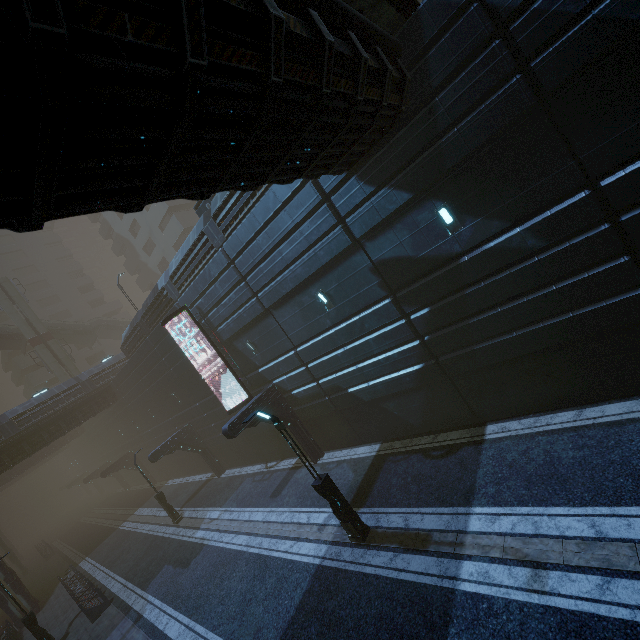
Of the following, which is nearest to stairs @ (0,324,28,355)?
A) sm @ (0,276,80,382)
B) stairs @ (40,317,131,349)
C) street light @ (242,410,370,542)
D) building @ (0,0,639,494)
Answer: stairs @ (40,317,131,349)

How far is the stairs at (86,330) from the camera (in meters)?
41.28

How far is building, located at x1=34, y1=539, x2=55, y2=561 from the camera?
36.8m

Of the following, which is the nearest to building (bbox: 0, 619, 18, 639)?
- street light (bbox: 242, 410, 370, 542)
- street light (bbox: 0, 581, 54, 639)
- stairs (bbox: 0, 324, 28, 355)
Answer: street light (bbox: 0, 581, 54, 639)

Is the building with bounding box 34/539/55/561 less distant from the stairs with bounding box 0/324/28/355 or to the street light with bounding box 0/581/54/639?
the street light with bounding box 0/581/54/639

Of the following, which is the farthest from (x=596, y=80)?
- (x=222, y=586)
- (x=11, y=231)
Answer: (x=11, y=231)

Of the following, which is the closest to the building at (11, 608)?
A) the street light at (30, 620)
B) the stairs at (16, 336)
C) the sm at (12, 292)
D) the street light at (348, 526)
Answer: the street light at (30, 620)

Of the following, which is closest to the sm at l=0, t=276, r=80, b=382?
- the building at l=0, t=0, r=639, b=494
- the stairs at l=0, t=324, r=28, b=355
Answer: the stairs at l=0, t=324, r=28, b=355
